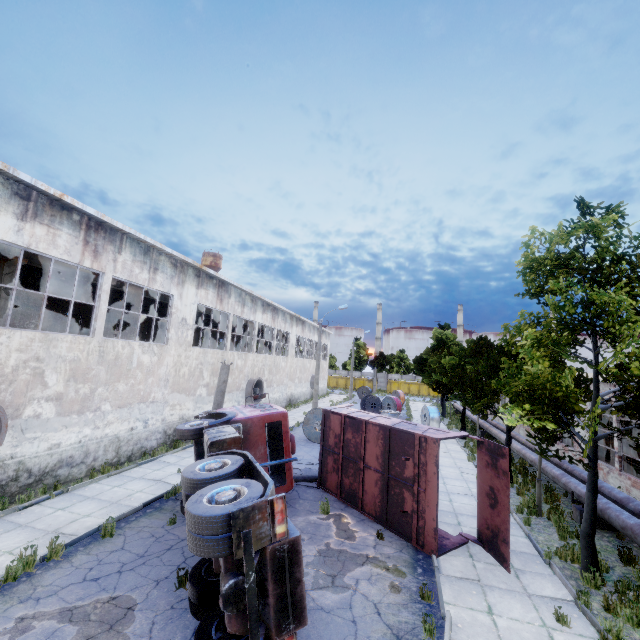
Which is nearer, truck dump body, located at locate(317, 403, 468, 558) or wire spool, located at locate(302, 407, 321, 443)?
truck dump body, located at locate(317, 403, 468, 558)

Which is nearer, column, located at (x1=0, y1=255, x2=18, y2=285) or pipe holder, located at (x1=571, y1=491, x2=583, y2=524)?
pipe holder, located at (x1=571, y1=491, x2=583, y2=524)

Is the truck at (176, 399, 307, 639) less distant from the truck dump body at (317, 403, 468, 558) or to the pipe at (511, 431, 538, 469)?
the truck dump body at (317, 403, 468, 558)

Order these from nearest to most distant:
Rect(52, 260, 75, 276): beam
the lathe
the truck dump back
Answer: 1. the truck dump back
2. Rect(52, 260, 75, 276): beam
3. the lathe

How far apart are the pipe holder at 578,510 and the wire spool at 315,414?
11.8m

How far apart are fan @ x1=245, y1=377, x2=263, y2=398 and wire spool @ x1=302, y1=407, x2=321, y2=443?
5.33m

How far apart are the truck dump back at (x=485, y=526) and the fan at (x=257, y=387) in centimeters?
1731cm

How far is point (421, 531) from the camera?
9.0 meters
